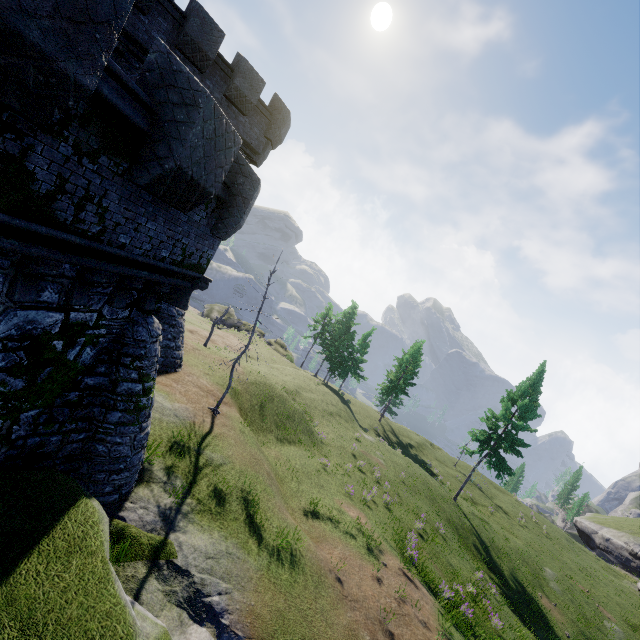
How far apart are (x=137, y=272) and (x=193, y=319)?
49.53m
